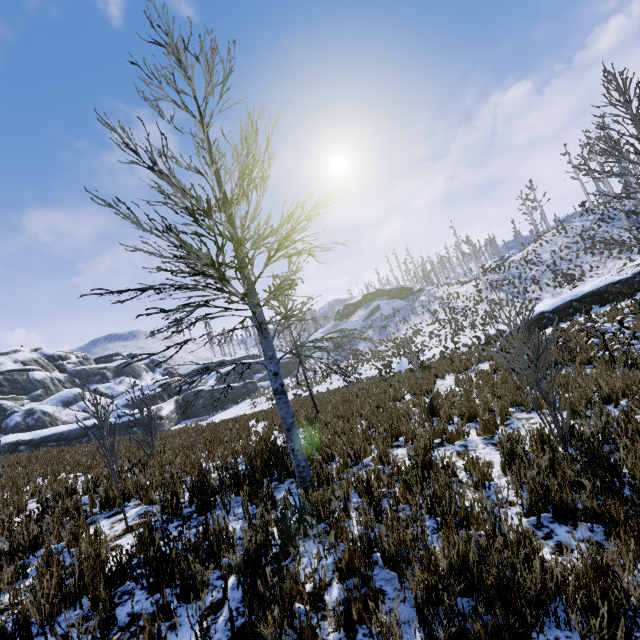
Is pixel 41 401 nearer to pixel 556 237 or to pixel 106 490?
pixel 106 490

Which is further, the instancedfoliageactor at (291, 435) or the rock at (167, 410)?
the rock at (167, 410)

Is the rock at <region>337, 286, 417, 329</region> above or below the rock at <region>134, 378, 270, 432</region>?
above

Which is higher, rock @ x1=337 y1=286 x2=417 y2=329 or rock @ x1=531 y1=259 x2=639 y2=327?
rock @ x1=337 y1=286 x2=417 y2=329

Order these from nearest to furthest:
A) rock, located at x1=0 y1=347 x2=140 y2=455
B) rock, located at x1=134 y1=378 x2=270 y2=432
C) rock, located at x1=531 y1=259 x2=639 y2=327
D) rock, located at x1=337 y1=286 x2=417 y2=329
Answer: rock, located at x1=531 y1=259 x2=639 y2=327 → rock, located at x1=0 y1=347 x2=140 y2=455 → rock, located at x1=134 y1=378 x2=270 y2=432 → rock, located at x1=337 y1=286 x2=417 y2=329

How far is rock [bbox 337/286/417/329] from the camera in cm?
5416

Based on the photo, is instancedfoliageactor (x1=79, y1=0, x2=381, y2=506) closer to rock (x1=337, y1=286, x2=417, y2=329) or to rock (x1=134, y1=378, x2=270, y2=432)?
rock (x1=134, y1=378, x2=270, y2=432)

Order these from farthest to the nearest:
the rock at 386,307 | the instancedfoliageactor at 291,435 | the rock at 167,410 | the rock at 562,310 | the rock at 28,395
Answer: the rock at 386,307 < the rock at 167,410 < the rock at 28,395 < the rock at 562,310 < the instancedfoliageactor at 291,435
